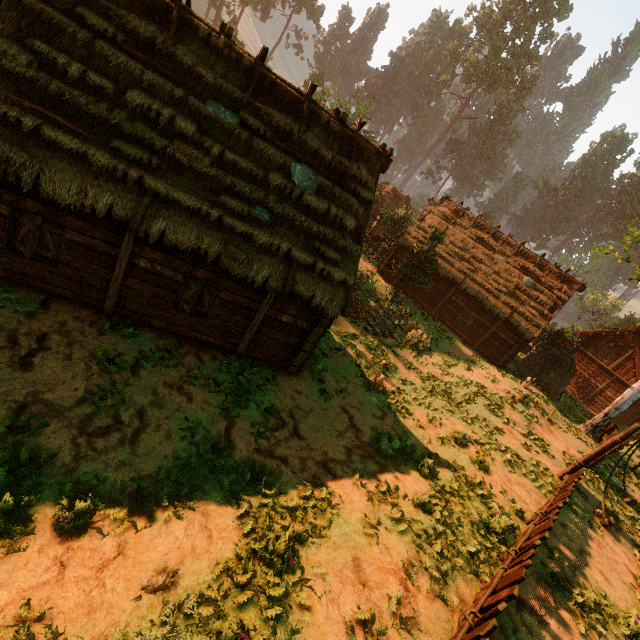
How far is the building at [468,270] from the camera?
22.9 meters

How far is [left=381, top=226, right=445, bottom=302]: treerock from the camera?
22.6 meters

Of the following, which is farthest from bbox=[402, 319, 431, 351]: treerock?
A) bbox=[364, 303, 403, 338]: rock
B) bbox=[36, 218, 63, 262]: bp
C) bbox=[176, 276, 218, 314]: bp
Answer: bbox=[36, 218, 63, 262]: bp

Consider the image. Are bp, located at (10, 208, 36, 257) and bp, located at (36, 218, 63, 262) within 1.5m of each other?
yes

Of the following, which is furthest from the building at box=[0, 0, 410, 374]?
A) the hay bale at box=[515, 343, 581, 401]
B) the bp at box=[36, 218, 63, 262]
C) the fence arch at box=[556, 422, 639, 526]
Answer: the fence arch at box=[556, 422, 639, 526]

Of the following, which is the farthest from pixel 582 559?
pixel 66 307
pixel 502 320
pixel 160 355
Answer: pixel 502 320

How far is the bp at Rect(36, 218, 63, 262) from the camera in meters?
7.9

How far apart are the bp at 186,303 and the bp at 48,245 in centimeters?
296cm
